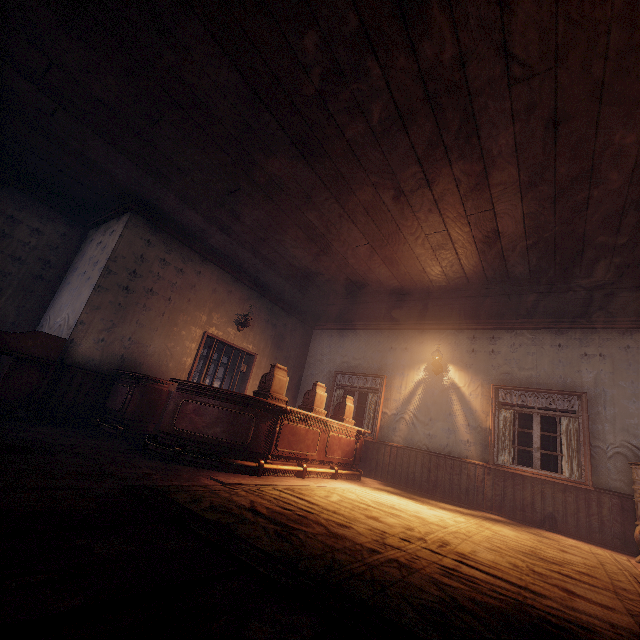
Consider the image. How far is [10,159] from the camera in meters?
5.6 m

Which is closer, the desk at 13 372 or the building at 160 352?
the building at 160 352

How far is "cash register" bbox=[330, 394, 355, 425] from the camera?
6.6 meters

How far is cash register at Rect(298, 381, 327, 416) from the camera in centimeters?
578cm

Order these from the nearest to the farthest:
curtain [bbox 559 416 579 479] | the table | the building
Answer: the building → the table → curtain [bbox 559 416 579 479]

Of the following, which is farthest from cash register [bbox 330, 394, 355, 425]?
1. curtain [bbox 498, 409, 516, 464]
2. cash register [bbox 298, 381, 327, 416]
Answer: curtain [bbox 498, 409, 516, 464]

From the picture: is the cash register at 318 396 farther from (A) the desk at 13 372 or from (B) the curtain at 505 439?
(A) the desk at 13 372

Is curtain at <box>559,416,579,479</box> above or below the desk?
above
